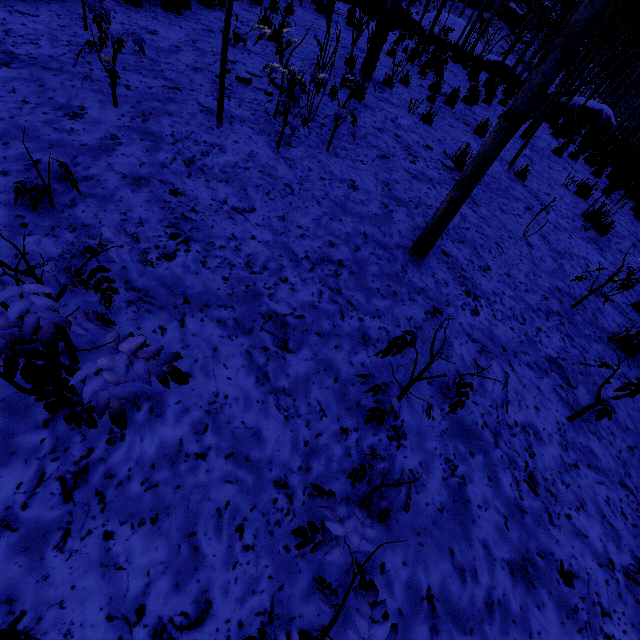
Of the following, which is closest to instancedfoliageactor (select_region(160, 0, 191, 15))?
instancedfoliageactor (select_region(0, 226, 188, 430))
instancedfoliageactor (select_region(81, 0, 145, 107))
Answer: instancedfoliageactor (select_region(81, 0, 145, 107))

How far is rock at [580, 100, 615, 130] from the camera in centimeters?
1712cm

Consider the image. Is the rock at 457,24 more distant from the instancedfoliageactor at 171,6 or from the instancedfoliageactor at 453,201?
the instancedfoliageactor at 171,6

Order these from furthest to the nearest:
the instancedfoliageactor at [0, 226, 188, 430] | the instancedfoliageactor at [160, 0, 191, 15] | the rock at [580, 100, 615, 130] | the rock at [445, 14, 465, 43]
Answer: the rock at [445, 14, 465, 43]
the rock at [580, 100, 615, 130]
the instancedfoliageactor at [160, 0, 191, 15]
the instancedfoliageactor at [0, 226, 188, 430]

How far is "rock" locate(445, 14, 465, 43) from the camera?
31.67m

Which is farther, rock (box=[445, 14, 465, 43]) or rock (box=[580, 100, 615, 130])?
rock (box=[445, 14, 465, 43])

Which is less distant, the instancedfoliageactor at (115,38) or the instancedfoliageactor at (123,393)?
the instancedfoliageactor at (123,393)

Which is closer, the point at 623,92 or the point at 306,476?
the point at 306,476
